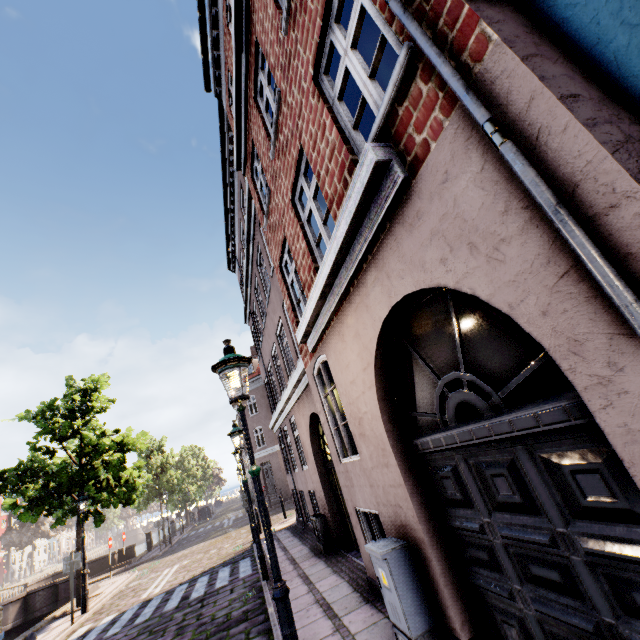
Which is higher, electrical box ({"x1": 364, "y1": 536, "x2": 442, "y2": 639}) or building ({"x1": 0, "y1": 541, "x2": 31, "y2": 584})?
building ({"x1": 0, "y1": 541, "x2": 31, "y2": 584})

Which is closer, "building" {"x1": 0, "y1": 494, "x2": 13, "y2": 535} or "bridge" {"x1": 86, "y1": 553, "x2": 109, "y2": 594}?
"bridge" {"x1": 86, "y1": 553, "x2": 109, "y2": 594}

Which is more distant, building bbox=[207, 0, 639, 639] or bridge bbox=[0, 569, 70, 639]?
bridge bbox=[0, 569, 70, 639]

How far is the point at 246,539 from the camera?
15.48m

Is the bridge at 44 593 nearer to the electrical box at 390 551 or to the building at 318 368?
the building at 318 368

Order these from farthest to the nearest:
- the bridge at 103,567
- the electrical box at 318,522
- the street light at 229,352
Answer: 1. the bridge at 103,567
2. the electrical box at 318,522
3. the street light at 229,352

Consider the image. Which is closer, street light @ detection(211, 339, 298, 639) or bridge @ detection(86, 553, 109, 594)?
street light @ detection(211, 339, 298, 639)

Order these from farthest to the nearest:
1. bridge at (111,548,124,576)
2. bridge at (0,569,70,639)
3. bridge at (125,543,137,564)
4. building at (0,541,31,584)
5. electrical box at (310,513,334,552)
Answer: building at (0,541,31,584) < bridge at (125,543,137,564) < bridge at (111,548,124,576) < bridge at (0,569,70,639) < electrical box at (310,513,334,552)
